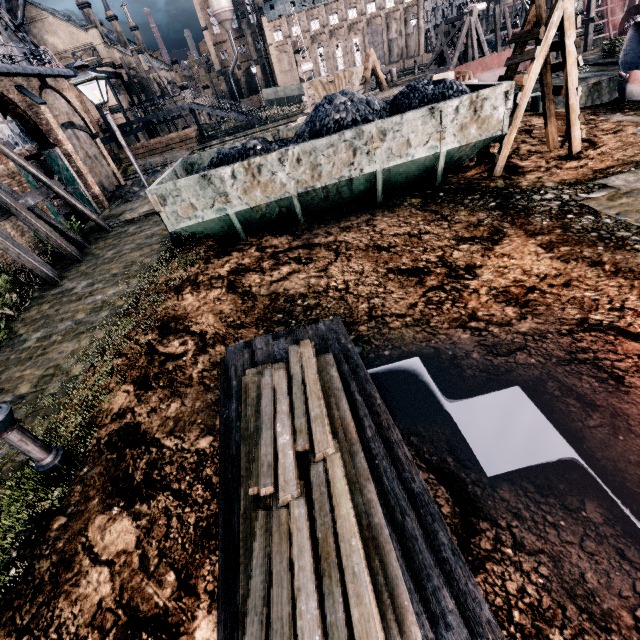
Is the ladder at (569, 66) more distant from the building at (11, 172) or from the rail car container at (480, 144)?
the building at (11, 172)

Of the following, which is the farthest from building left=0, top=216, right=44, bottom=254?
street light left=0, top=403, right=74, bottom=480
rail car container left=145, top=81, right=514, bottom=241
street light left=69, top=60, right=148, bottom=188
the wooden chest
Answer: the wooden chest

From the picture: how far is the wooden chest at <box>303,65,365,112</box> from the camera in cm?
2028

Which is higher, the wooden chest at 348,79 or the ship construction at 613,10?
the wooden chest at 348,79

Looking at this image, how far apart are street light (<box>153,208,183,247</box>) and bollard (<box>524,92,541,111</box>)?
17.4m

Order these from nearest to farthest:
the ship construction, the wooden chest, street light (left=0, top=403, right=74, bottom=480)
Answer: street light (left=0, top=403, right=74, bottom=480) < the wooden chest < the ship construction

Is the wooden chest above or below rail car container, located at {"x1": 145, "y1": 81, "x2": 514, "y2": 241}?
above

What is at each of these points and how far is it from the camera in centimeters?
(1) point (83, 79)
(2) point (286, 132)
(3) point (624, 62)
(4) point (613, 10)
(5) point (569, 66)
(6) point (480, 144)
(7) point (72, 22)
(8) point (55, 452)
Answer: (1) street light, 912cm
(2) rail car container, 1302cm
(3) propeller, 1574cm
(4) ship construction, 3191cm
(5) ladder, 896cm
(6) rail car container, 993cm
(7) building, 5072cm
(8) street light, 499cm
